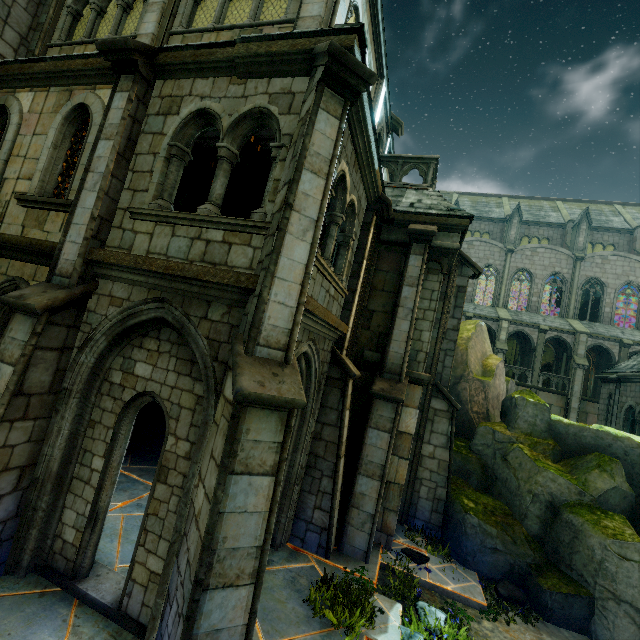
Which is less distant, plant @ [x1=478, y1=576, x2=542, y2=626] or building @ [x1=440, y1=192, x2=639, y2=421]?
plant @ [x1=478, y1=576, x2=542, y2=626]

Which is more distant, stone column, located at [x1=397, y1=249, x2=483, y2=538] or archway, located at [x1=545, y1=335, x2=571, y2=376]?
archway, located at [x1=545, y1=335, x2=571, y2=376]

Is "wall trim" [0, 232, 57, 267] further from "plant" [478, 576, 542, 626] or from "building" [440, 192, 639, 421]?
"building" [440, 192, 639, 421]

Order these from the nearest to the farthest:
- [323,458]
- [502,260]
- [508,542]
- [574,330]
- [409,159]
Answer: [323,458]
[508,542]
[409,159]
[574,330]
[502,260]

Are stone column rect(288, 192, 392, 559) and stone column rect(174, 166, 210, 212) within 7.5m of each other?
yes

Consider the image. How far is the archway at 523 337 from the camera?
28.61m

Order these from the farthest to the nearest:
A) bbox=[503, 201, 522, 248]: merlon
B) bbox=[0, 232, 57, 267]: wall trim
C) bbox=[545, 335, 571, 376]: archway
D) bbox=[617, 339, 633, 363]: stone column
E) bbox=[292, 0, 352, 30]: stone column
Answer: bbox=[503, 201, 522, 248]: merlon < bbox=[545, 335, 571, 376]: archway < bbox=[617, 339, 633, 363]: stone column < bbox=[292, 0, 352, 30]: stone column < bbox=[0, 232, 57, 267]: wall trim

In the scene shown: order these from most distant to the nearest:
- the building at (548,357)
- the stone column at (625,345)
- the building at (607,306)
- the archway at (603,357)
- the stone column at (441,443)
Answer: the building at (548,357), the building at (607,306), the archway at (603,357), the stone column at (625,345), the stone column at (441,443)
